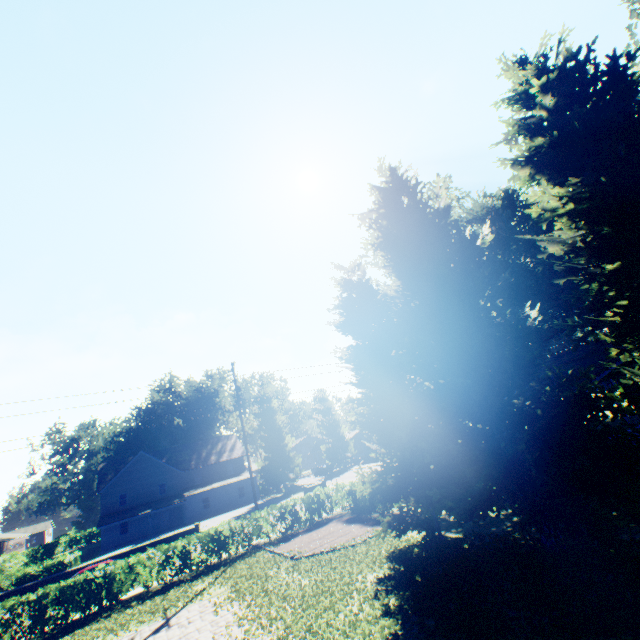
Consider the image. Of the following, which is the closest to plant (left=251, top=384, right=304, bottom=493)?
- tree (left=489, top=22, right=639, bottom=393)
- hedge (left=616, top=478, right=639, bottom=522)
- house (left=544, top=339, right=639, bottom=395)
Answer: tree (left=489, top=22, right=639, bottom=393)

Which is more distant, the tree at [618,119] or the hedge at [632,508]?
the hedge at [632,508]

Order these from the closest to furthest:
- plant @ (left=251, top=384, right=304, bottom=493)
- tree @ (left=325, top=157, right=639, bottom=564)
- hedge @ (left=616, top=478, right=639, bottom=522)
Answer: tree @ (left=325, top=157, right=639, bottom=564)
hedge @ (left=616, top=478, right=639, bottom=522)
plant @ (left=251, top=384, right=304, bottom=493)

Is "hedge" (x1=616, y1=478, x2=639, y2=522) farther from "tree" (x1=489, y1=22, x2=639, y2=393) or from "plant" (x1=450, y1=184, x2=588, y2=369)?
"plant" (x1=450, y1=184, x2=588, y2=369)

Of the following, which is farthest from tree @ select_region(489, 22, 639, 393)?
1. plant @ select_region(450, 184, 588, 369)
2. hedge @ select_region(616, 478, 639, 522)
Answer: plant @ select_region(450, 184, 588, 369)

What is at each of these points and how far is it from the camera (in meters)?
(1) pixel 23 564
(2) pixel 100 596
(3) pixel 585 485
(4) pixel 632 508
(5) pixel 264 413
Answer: (1) hedge, 34.62
(2) hedge, 15.03
(3) tree, 8.40
(4) hedge, 8.63
(5) plant, 49.78

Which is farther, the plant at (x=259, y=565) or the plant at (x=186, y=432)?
the plant at (x=186, y=432)

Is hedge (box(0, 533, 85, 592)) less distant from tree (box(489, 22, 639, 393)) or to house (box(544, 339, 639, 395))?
tree (box(489, 22, 639, 393))
